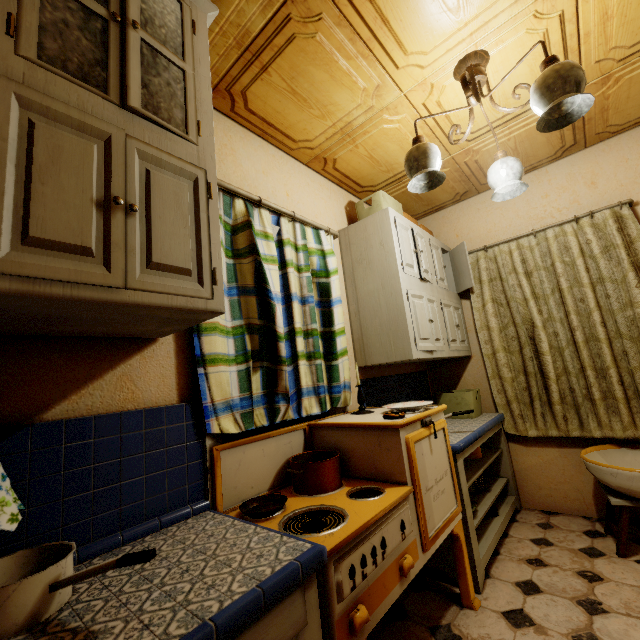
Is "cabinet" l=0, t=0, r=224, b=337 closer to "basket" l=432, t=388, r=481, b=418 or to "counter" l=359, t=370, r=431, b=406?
"counter" l=359, t=370, r=431, b=406

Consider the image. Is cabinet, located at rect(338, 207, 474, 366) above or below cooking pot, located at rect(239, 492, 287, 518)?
above

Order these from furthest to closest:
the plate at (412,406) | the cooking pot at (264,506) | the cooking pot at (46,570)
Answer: the plate at (412,406)
the cooking pot at (264,506)
the cooking pot at (46,570)

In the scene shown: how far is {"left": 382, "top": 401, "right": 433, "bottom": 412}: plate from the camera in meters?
1.8

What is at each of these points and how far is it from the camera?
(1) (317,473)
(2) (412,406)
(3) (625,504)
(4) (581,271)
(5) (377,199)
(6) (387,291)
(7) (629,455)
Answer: (1) pot, 1.50m
(2) plate, 1.77m
(3) stool, 1.99m
(4) curtain, 2.55m
(5) basket, 2.55m
(6) cabinet, 2.30m
(7) basin, 2.34m

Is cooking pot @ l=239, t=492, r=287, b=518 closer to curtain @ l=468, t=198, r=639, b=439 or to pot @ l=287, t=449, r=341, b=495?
pot @ l=287, t=449, r=341, b=495

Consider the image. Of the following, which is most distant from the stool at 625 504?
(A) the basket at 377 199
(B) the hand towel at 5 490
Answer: (B) the hand towel at 5 490

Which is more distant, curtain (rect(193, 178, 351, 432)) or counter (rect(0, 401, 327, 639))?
curtain (rect(193, 178, 351, 432))
